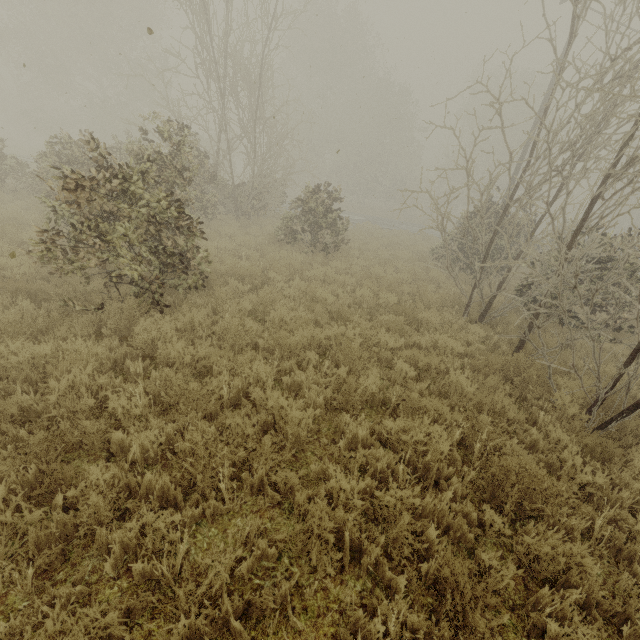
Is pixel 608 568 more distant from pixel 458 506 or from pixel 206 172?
pixel 206 172
